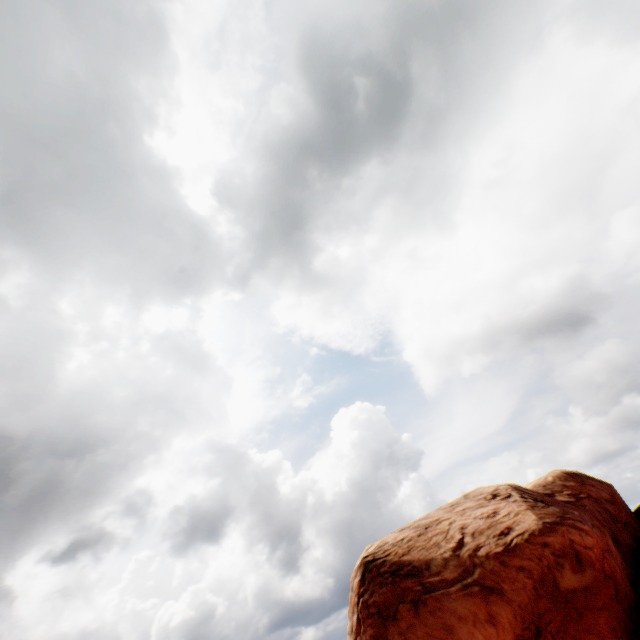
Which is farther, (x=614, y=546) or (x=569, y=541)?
(x=614, y=546)
